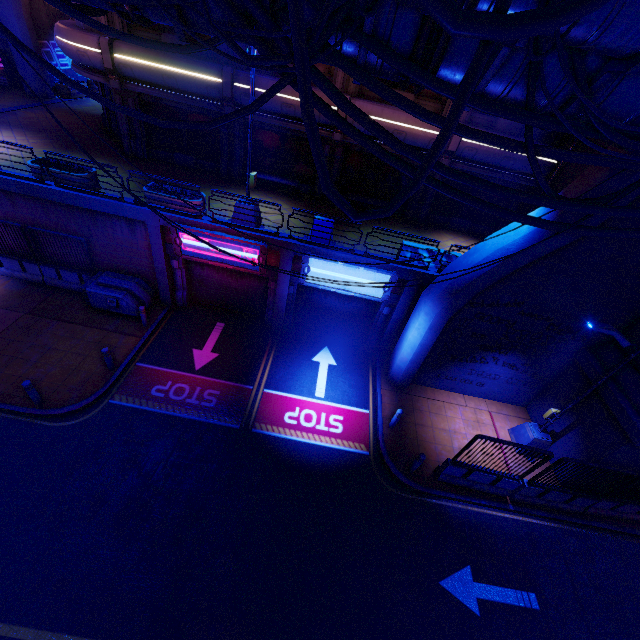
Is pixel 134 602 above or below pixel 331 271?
below

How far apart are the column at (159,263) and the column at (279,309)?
4.7 meters

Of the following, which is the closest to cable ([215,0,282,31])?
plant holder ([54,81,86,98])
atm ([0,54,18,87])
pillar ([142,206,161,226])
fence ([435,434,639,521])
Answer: fence ([435,434,639,521])

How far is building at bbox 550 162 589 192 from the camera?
12.7m

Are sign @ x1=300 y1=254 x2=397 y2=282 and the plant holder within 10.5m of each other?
no

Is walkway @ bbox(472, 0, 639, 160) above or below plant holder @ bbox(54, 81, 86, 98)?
above

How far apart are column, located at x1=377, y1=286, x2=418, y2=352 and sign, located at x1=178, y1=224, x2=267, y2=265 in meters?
5.6

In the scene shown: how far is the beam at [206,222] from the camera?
12.17m
